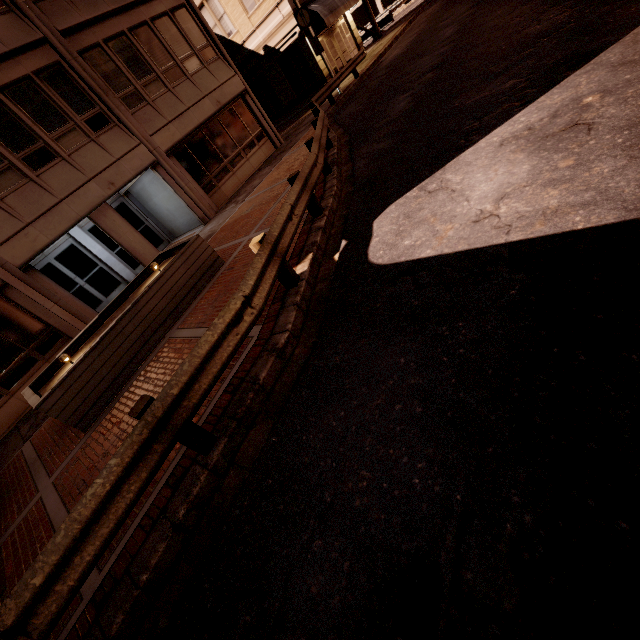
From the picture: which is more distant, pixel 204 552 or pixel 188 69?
pixel 188 69

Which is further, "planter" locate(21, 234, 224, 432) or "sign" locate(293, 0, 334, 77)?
"sign" locate(293, 0, 334, 77)

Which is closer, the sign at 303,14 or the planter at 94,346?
the planter at 94,346

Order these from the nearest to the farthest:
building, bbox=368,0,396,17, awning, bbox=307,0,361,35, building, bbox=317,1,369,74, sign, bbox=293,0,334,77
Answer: sign, bbox=293,0,334,77 → awning, bbox=307,0,361,35 → building, bbox=317,1,369,74 → building, bbox=368,0,396,17

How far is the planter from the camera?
6.3m

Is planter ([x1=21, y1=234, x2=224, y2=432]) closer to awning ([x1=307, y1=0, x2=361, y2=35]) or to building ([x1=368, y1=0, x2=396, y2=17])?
awning ([x1=307, y1=0, x2=361, y2=35])

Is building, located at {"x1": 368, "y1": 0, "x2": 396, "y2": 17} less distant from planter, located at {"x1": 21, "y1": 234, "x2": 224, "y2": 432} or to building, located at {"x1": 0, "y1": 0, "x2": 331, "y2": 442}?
building, located at {"x1": 0, "y1": 0, "x2": 331, "y2": 442}

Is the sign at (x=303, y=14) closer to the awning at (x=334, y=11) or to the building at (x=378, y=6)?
the awning at (x=334, y=11)
